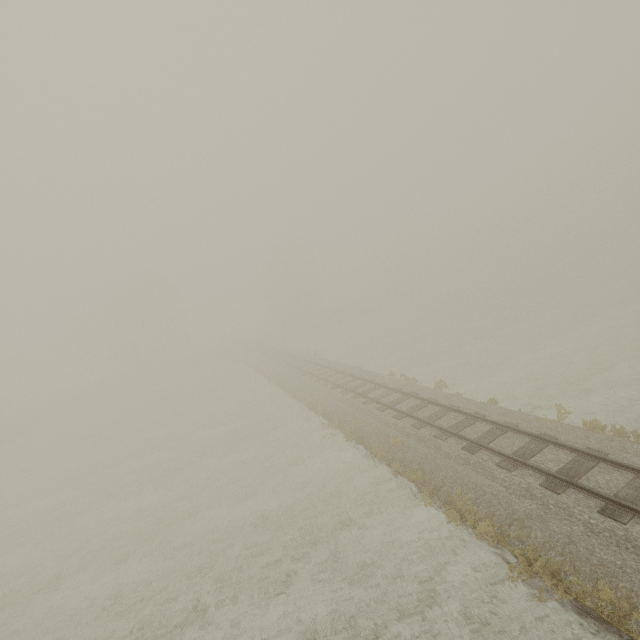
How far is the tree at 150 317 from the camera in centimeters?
4984cm

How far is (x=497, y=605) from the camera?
7.52m

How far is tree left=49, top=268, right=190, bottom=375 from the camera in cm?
4984
